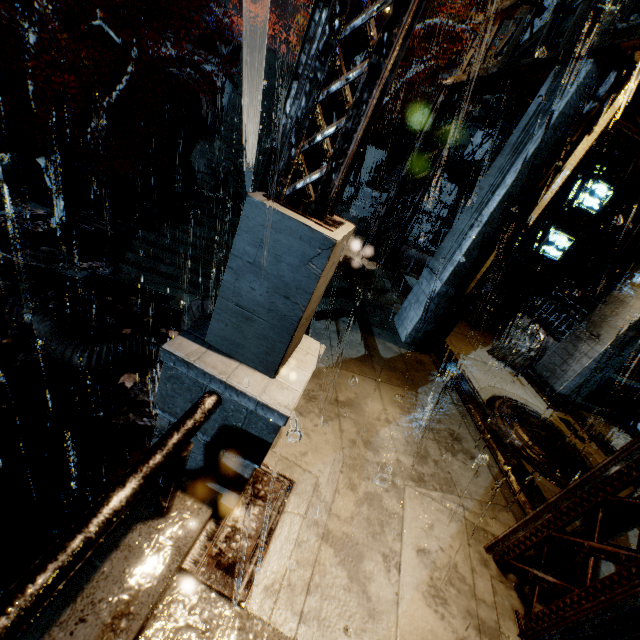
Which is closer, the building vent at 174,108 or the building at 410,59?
the building vent at 174,108

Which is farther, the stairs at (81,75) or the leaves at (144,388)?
the stairs at (81,75)

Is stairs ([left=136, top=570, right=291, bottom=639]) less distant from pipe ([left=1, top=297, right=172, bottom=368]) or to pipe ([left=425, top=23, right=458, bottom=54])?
pipe ([left=1, top=297, right=172, bottom=368])

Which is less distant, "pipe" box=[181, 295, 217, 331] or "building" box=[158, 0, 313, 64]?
"pipe" box=[181, 295, 217, 331]

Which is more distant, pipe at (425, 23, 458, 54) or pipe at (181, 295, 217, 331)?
pipe at (425, 23, 458, 54)

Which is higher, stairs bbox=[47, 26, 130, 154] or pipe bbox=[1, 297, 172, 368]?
stairs bbox=[47, 26, 130, 154]

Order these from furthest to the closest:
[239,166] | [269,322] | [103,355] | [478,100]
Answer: [239,166] → [478,100] → [103,355] → [269,322]

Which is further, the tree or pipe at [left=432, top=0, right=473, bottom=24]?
pipe at [left=432, top=0, right=473, bottom=24]
